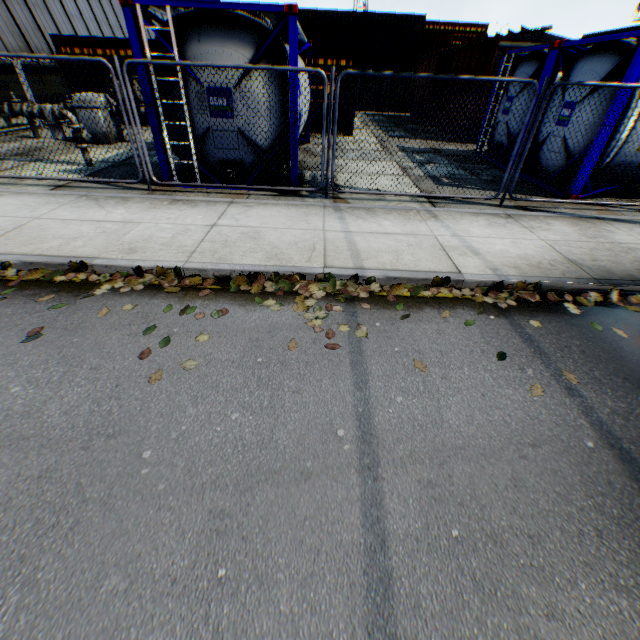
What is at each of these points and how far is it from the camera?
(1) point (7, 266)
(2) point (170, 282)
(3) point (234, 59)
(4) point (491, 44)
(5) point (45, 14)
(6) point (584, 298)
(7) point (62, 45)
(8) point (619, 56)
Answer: (1) leaf decal, 4.2 meters
(2) leaf decal, 4.2 meters
(3) tank container, 5.8 meters
(4) train, 12.6 meters
(5) building, 16.0 meters
(6) leaf decal, 4.3 meters
(7) storage container, 12.8 meters
(8) tank container, 6.6 meters

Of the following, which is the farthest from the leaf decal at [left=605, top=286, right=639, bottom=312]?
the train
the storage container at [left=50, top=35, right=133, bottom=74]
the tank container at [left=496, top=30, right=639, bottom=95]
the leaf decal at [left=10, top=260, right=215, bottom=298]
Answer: the storage container at [left=50, top=35, right=133, bottom=74]

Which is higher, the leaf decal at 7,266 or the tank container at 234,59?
the tank container at 234,59

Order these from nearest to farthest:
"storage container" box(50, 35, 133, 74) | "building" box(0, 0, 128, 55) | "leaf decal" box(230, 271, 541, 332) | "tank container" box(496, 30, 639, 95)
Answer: "leaf decal" box(230, 271, 541, 332)
"tank container" box(496, 30, 639, 95)
"storage container" box(50, 35, 133, 74)
"building" box(0, 0, 128, 55)

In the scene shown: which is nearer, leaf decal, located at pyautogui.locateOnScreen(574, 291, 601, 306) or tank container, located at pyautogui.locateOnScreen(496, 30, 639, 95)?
leaf decal, located at pyautogui.locateOnScreen(574, 291, 601, 306)

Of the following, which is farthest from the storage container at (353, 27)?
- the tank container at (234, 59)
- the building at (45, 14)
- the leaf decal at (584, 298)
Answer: the leaf decal at (584, 298)

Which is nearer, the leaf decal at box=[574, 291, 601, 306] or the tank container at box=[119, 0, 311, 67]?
the leaf decal at box=[574, 291, 601, 306]

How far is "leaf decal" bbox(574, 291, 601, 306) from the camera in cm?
421
